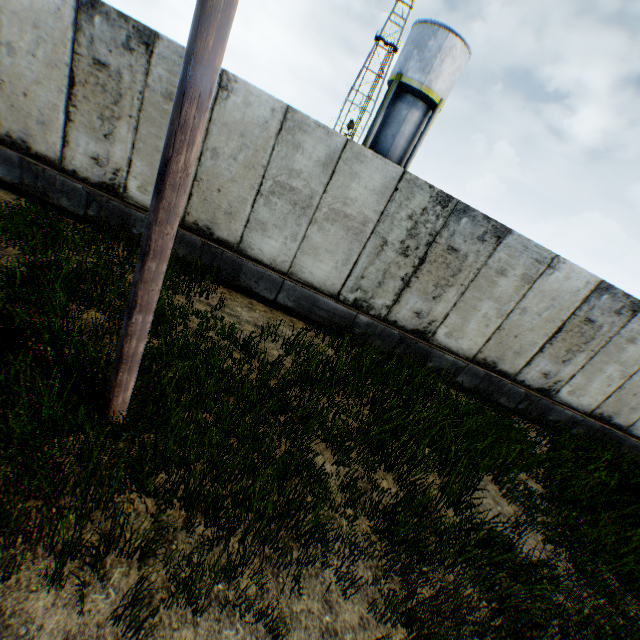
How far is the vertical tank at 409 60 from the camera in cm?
1894

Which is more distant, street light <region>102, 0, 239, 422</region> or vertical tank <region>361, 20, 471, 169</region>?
vertical tank <region>361, 20, 471, 169</region>

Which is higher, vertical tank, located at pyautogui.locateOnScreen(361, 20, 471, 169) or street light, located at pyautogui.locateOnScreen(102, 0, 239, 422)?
vertical tank, located at pyautogui.locateOnScreen(361, 20, 471, 169)

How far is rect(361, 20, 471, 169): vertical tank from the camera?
18.9m

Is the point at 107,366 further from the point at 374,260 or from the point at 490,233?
the point at 490,233

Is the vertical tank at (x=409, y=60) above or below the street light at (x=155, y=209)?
above
